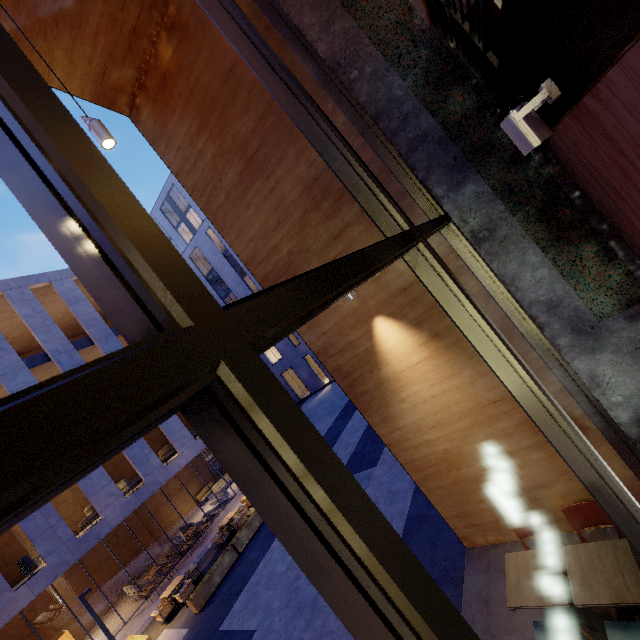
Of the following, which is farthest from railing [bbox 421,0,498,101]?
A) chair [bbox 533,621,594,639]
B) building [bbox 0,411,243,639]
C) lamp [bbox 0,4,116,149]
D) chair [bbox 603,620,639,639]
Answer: building [bbox 0,411,243,639]

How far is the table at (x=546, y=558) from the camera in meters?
3.4

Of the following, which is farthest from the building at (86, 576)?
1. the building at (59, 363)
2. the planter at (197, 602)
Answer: the planter at (197, 602)

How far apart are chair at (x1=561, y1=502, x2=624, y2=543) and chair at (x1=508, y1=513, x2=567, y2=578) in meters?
0.3 m

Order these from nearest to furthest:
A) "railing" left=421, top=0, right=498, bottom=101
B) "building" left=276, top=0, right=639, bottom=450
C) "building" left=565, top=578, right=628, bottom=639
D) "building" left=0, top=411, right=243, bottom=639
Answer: "building" left=276, top=0, right=639, bottom=450 < "railing" left=421, top=0, right=498, bottom=101 < "building" left=565, top=578, right=628, bottom=639 < "building" left=0, top=411, right=243, bottom=639

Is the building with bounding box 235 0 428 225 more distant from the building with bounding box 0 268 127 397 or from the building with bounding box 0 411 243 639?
the building with bounding box 0 411 243 639

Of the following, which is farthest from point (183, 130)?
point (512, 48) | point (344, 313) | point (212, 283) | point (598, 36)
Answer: point (212, 283)

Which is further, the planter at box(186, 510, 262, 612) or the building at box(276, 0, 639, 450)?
the planter at box(186, 510, 262, 612)
